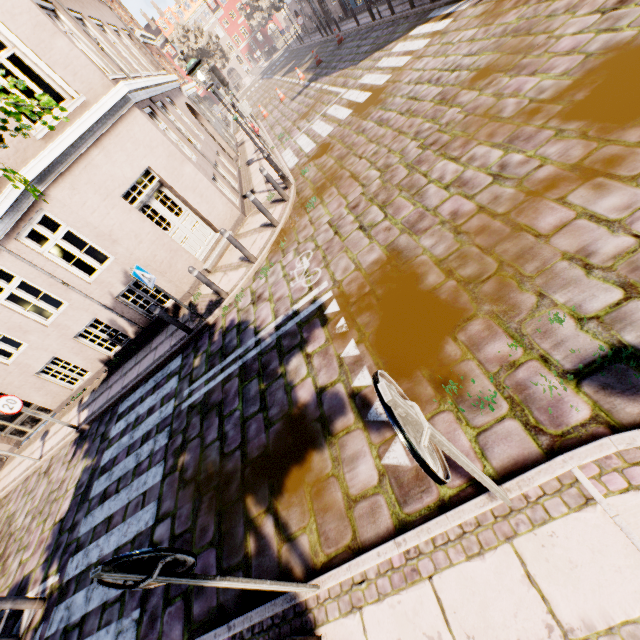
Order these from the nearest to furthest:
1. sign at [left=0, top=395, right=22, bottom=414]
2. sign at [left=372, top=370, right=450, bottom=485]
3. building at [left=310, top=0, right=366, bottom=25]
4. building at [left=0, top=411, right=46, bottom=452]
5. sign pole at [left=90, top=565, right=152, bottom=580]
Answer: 1. sign at [left=372, top=370, right=450, bottom=485]
2. sign pole at [left=90, top=565, right=152, bottom=580]
3. sign at [left=0, top=395, right=22, bottom=414]
4. building at [left=0, top=411, right=46, bottom=452]
5. building at [left=310, top=0, right=366, bottom=25]

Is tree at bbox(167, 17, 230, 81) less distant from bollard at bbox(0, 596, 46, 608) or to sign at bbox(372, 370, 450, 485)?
bollard at bbox(0, 596, 46, 608)

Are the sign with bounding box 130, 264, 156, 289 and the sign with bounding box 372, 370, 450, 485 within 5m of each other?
no

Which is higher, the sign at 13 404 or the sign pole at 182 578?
the sign at 13 404

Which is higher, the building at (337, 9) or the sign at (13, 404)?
the sign at (13, 404)

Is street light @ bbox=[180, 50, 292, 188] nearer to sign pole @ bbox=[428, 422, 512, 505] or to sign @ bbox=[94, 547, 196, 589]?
sign @ bbox=[94, 547, 196, 589]

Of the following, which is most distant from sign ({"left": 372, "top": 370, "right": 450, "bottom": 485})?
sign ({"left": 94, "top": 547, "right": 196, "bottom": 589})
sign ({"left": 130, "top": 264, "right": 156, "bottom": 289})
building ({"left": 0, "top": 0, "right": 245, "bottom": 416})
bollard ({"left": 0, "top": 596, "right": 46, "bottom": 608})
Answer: building ({"left": 0, "top": 0, "right": 245, "bottom": 416})

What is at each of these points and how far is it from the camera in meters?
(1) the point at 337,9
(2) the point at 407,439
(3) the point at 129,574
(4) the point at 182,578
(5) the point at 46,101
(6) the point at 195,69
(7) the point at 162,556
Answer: (1) building, 23.8 m
(2) sign, 1.2 m
(3) sign pole, 1.8 m
(4) sign pole, 2.0 m
(5) tree, 1.5 m
(6) street light, 7.5 m
(7) sign, 1.9 m
